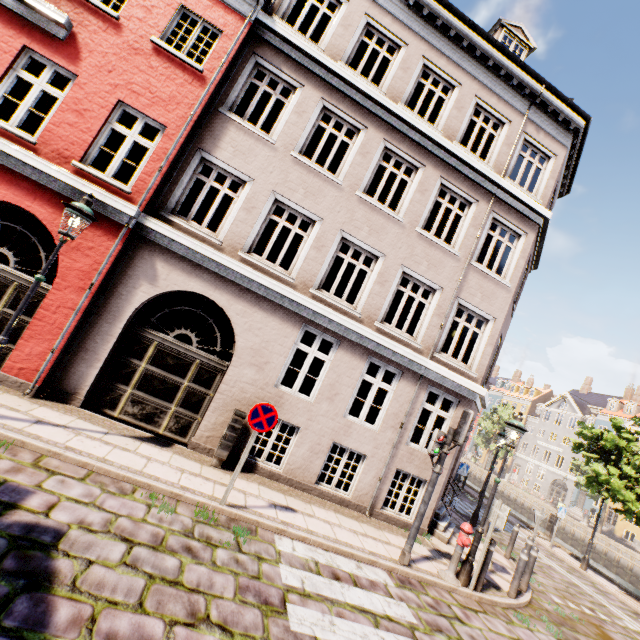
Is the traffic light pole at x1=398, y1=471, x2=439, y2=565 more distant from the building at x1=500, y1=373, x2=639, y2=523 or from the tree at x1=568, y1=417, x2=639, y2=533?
the building at x1=500, y1=373, x2=639, y2=523

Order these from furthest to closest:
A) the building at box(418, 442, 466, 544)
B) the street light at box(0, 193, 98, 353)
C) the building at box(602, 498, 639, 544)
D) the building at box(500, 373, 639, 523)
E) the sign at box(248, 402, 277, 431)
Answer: the building at box(500, 373, 639, 523), the building at box(602, 498, 639, 544), the building at box(418, 442, 466, 544), the sign at box(248, 402, 277, 431), the street light at box(0, 193, 98, 353)

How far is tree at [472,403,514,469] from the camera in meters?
46.0 m

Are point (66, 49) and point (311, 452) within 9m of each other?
no

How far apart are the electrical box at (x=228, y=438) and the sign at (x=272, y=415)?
1.5 meters

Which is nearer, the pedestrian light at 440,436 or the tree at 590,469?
the pedestrian light at 440,436

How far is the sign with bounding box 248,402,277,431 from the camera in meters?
5.9 m

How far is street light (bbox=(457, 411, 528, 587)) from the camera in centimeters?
703cm
